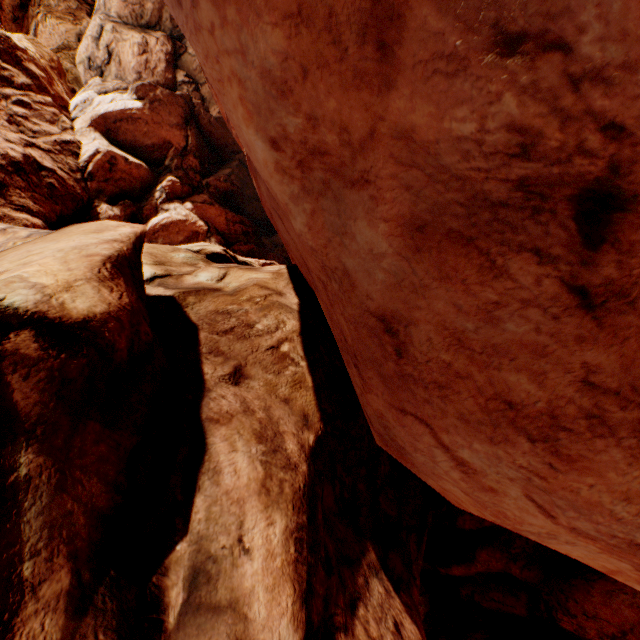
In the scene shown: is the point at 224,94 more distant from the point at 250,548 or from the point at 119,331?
the point at 250,548
